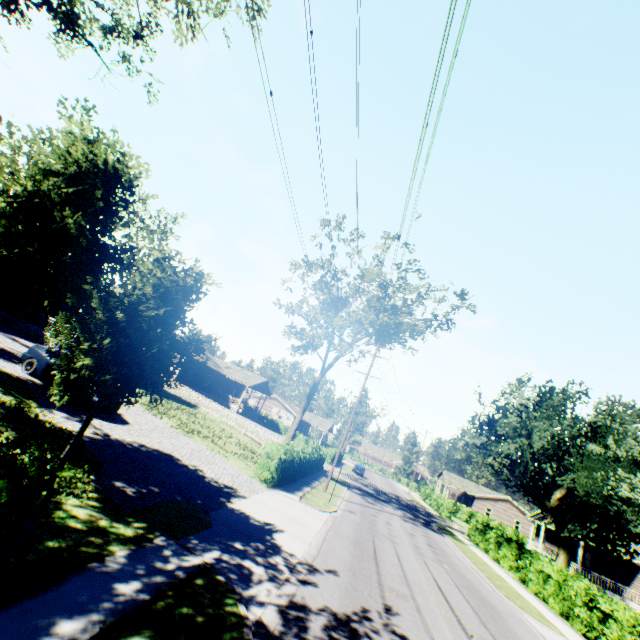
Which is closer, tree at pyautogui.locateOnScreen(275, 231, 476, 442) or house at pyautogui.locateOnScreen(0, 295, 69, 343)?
house at pyautogui.locateOnScreen(0, 295, 69, 343)

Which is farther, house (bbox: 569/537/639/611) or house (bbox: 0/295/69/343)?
house (bbox: 569/537/639/611)

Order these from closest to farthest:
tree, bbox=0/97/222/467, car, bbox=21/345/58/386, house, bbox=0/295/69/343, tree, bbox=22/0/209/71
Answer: tree, bbox=22/0/209/71
tree, bbox=0/97/222/467
car, bbox=21/345/58/386
house, bbox=0/295/69/343

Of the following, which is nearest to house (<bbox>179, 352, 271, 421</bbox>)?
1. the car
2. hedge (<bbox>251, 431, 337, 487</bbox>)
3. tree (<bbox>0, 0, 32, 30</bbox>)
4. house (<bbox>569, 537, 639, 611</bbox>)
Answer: tree (<bbox>0, 0, 32, 30</bbox>)

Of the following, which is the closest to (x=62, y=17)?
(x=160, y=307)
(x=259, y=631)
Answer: (x=160, y=307)

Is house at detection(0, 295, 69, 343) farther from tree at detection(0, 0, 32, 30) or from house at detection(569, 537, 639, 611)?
house at detection(569, 537, 639, 611)

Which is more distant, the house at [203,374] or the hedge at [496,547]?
the house at [203,374]

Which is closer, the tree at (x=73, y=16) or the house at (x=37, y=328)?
the tree at (x=73, y=16)
